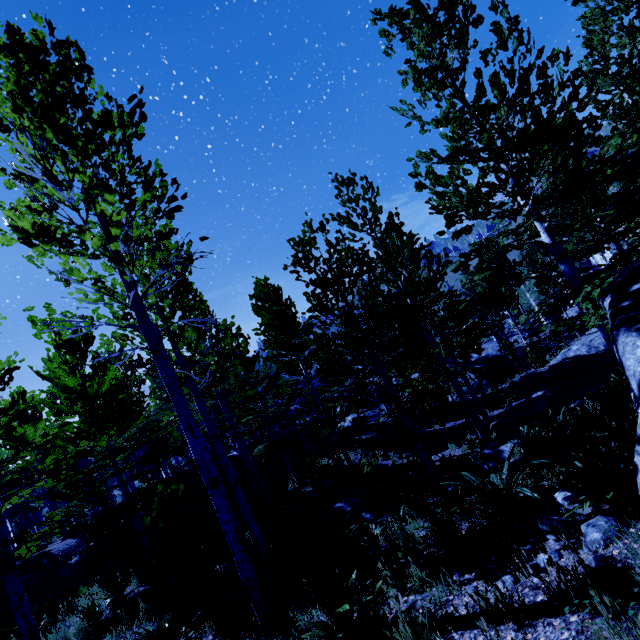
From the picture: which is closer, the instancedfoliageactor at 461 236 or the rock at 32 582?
the instancedfoliageactor at 461 236

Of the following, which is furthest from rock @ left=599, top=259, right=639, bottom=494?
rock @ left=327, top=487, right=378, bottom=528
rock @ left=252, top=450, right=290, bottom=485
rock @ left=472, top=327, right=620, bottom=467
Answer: rock @ left=252, top=450, right=290, bottom=485

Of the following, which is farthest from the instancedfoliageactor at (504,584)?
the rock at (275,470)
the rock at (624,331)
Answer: the rock at (275,470)

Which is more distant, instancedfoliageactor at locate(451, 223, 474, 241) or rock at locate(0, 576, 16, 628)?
rock at locate(0, 576, 16, 628)

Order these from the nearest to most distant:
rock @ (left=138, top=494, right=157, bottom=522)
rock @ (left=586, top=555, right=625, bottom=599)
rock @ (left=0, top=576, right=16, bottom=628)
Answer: rock @ (left=586, top=555, right=625, bottom=599), rock @ (left=0, top=576, right=16, bottom=628), rock @ (left=138, top=494, right=157, bottom=522)

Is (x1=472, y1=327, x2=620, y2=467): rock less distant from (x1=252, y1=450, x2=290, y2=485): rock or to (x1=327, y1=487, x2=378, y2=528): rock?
(x1=327, y1=487, x2=378, y2=528): rock

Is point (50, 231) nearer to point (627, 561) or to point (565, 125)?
point (627, 561)

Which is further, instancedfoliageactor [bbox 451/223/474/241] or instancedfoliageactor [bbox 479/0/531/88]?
instancedfoliageactor [bbox 451/223/474/241]
